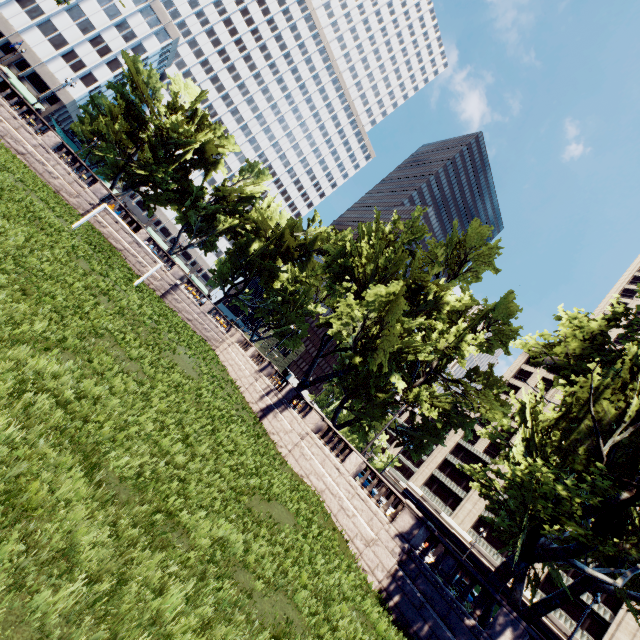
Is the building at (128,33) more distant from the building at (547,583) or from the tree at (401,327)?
the building at (547,583)

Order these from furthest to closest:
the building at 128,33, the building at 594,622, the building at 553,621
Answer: the building at 128,33, the building at 553,621, the building at 594,622

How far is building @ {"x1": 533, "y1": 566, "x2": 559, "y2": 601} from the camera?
42.2 meters

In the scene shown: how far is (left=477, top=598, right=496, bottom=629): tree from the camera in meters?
13.7

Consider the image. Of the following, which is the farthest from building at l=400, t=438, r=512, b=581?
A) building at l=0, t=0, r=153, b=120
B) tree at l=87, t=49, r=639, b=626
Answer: building at l=0, t=0, r=153, b=120

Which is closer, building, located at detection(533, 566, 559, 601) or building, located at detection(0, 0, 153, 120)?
building, located at detection(533, 566, 559, 601)

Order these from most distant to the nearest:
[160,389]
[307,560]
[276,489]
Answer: [276,489]
[160,389]
[307,560]
